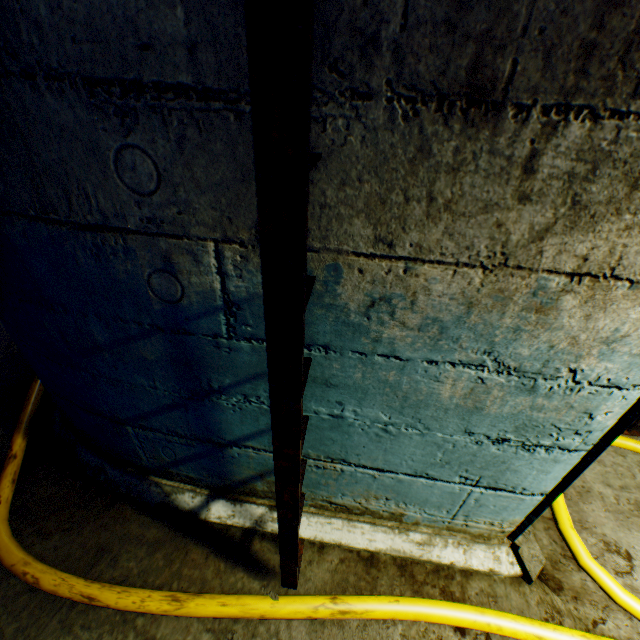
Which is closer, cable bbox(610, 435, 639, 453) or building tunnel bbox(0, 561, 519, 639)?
building tunnel bbox(0, 561, 519, 639)

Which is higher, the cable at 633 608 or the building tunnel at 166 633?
the cable at 633 608

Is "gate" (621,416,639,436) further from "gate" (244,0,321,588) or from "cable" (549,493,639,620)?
"gate" (244,0,321,588)

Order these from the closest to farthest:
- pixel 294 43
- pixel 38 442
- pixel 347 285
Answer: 1. pixel 294 43
2. pixel 347 285
3. pixel 38 442

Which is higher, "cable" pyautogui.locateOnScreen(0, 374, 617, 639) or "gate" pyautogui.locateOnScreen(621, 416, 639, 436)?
"cable" pyautogui.locateOnScreen(0, 374, 617, 639)

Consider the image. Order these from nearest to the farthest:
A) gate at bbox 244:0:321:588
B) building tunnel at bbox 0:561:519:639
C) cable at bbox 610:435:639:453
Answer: gate at bbox 244:0:321:588
building tunnel at bbox 0:561:519:639
cable at bbox 610:435:639:453

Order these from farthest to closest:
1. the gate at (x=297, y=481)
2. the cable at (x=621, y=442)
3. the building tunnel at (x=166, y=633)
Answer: the cable at (x=621, y=442), the building tunnel at (x=166, y=633), the gate at (x=297, y=481)
